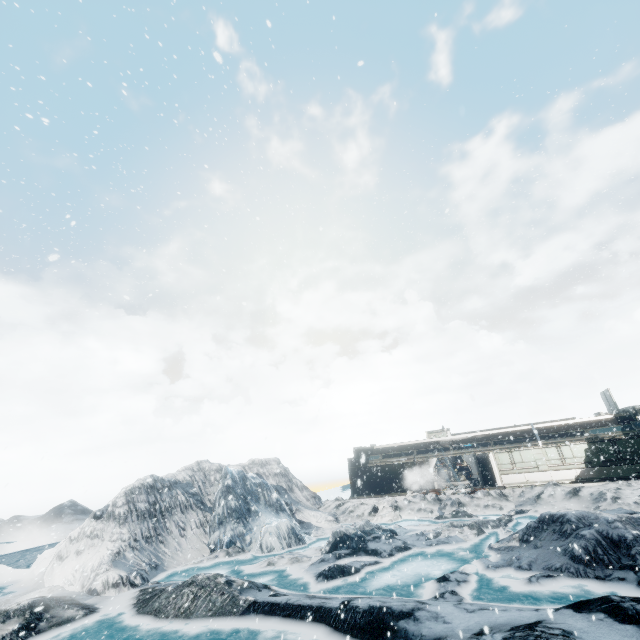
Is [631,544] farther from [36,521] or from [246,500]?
[36,521]
